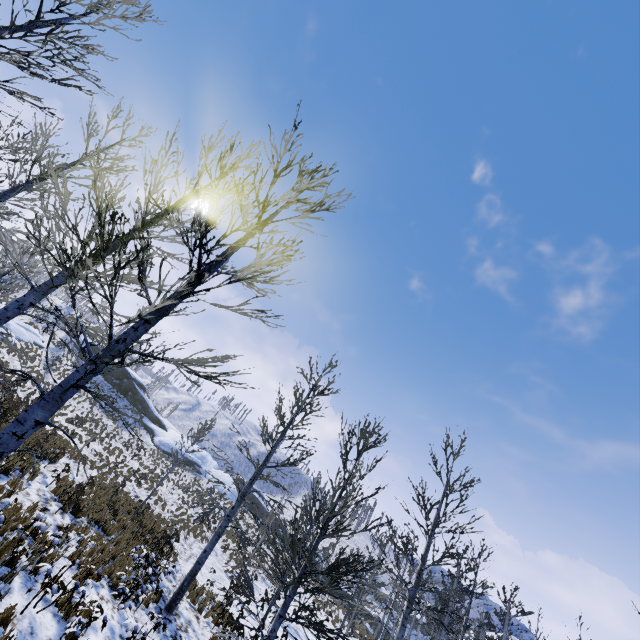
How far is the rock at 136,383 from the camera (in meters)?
41.68

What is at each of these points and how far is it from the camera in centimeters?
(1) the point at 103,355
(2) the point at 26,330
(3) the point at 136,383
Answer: (1) instancedfoliageactor, 349cm
(2) rock, 3553cm
(3) rock, 4622cm

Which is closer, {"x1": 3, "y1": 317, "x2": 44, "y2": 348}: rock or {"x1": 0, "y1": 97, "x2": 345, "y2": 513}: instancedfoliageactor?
{"x1": 0, "y1": 97, "x2": 345, "y2": 513}: instancedfoliageactor

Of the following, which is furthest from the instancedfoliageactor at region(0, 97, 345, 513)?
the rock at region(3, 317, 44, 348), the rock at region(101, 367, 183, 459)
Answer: the rock at region(101, 367, 183, 459)

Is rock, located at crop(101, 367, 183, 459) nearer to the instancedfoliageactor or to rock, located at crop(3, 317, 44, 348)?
rock, located at crop(3, 317, 44, 348)

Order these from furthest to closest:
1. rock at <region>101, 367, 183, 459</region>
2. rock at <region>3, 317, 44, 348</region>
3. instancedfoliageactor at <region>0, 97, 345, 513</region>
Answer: rock at <region>101, 367, 183, 459</region> < rock at <region>3, 317, 44, 348</region> < instancedfoliageactor at <region>0, 97, 345, 513</region>

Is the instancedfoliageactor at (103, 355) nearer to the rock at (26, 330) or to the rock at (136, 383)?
the rock at (26, 330)
